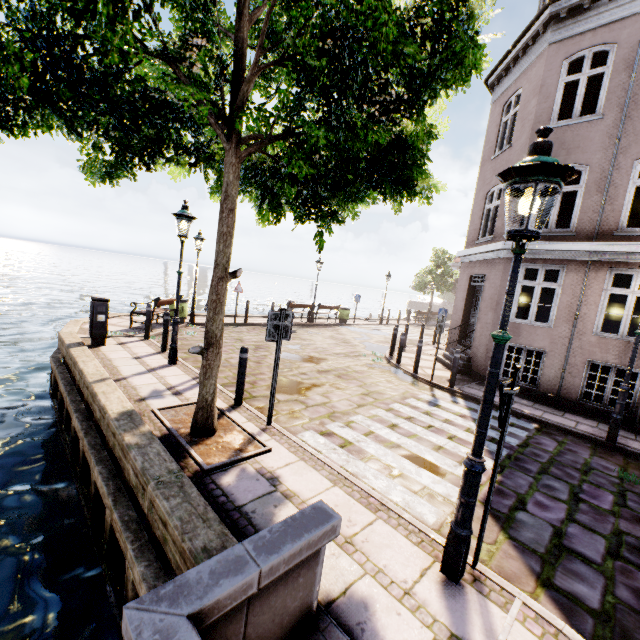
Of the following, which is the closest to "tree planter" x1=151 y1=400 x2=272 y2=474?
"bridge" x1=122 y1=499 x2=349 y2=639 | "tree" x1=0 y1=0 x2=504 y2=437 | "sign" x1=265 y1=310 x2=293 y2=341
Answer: "tree" x1=0 y1=0 x2=504 y2=437

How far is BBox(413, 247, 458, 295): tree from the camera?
33.6m

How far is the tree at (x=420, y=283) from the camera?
33.6 meters

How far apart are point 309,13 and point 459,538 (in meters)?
5.14

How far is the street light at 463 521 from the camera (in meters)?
2.39

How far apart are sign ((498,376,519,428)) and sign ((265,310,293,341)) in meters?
3.3 m

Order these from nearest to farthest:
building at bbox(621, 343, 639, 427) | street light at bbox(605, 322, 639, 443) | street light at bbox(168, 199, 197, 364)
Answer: street light at bbox(605, 322, 639, 443) → street light at bbox(168, 199, 197, 364) → building at bbox(621, 343, 639, 427)

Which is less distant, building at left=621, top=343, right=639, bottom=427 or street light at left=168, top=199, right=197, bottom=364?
street light at left=168, top=199, right=197, bottom=364
